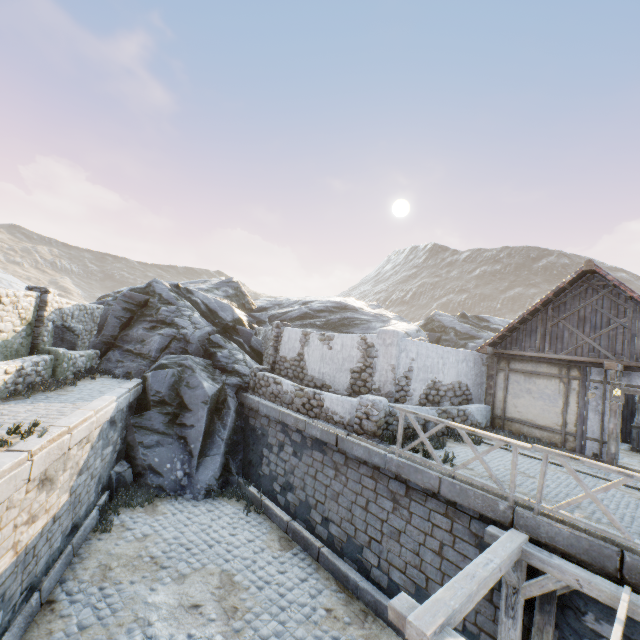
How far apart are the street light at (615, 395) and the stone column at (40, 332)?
16.6 meters

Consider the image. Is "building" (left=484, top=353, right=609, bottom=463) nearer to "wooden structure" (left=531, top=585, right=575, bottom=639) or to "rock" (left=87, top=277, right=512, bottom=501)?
"rock" (left=87, top=277, right=512, bottom=501)

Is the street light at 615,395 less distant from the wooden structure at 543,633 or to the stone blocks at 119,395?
the stone blocks at 119,395

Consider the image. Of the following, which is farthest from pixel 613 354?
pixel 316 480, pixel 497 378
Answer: pixel 316 480

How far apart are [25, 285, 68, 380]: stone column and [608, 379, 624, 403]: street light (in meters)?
16.64

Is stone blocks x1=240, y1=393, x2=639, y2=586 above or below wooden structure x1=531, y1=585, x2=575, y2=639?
above

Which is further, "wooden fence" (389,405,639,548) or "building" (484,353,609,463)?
"building" (484,353,609,463)

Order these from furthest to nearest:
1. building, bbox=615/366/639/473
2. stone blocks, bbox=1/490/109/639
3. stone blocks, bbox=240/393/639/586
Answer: building, bbox=615/366/639/473
stone blocks, bbox=1/490/109/639
stone blocks, bbox=240/393/639/586
